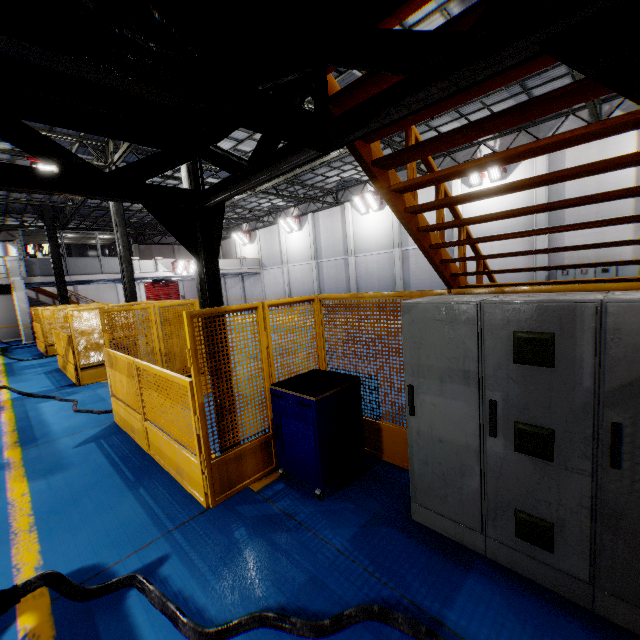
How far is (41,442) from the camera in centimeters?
573cm

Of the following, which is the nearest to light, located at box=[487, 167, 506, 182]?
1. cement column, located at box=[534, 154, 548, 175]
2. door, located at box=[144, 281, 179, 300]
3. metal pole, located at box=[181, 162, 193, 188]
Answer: cement column, located at box=[534, 154, 548, 175]

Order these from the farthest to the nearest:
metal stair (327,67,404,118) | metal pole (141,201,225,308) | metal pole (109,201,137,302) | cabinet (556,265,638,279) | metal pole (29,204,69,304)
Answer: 1. metal pole (29,204,69,304)
2. metal pole (109,201,137,302)
3. cabinet (556,265,638,279)
4. metal pole (141,201,225,308)
5. metal stair (327,67,404,118)

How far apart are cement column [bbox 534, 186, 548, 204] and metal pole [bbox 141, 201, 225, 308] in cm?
1730

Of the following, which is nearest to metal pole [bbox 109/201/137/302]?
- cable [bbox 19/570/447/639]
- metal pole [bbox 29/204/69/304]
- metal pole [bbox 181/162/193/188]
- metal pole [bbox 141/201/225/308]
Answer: metal pole [bbox 181/162/193/188]

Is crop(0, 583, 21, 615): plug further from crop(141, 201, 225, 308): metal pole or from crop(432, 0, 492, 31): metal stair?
crop(432, 0, 492, 31): metal stair

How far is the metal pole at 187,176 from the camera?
8.79m

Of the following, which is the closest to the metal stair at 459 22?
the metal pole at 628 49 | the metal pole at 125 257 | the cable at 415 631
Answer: the metal pole at 628 49
